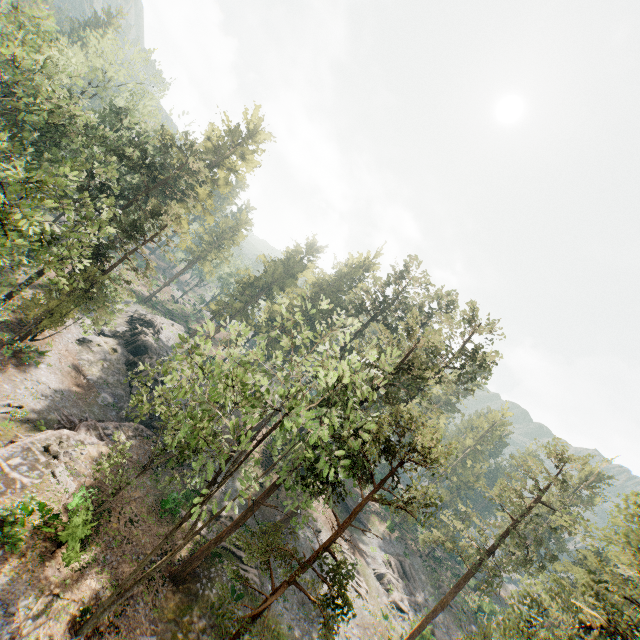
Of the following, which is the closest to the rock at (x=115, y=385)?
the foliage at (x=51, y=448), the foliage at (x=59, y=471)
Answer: the foliage at (x=59, y=471)

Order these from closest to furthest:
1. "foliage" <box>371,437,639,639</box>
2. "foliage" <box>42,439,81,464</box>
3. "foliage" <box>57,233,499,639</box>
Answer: "foliage" <box>57,233,499,639</box> → "foliage" <box>371,437,639,639</box> → "foliage" <box>42,439,81,464</box>

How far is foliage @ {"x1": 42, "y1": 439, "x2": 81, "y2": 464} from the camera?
21.16m

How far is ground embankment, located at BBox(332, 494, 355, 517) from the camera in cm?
4859

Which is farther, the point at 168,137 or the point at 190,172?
the point at 190,172

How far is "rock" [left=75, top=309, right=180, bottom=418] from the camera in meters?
34.0 m

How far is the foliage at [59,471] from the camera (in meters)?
20.17

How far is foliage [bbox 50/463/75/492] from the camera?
20.2m
